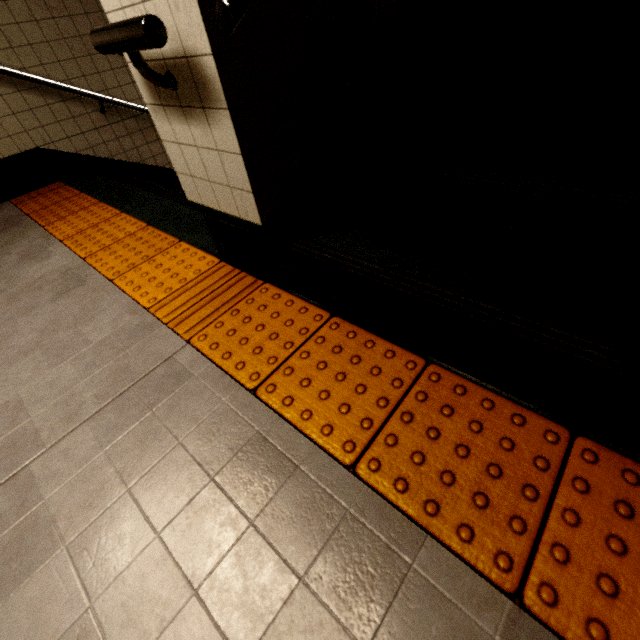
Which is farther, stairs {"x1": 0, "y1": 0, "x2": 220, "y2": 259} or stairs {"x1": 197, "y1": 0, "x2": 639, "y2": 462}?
stairs {"x1": 0, "y1": 0, "x2": 220, "y2": 259}

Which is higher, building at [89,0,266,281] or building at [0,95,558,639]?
building at [89,0,266,281]

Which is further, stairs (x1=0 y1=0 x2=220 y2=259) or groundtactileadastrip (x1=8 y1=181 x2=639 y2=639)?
stairs (x1=0 y1=0 x2=220 y2=259)

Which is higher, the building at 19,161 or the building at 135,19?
the building at 135,19

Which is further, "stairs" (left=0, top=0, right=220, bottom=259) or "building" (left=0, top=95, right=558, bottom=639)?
"stairs" (left=0, top=0, right=220, bottom=259)

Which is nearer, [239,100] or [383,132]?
[239,100]

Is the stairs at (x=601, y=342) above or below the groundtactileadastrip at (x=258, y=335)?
above
